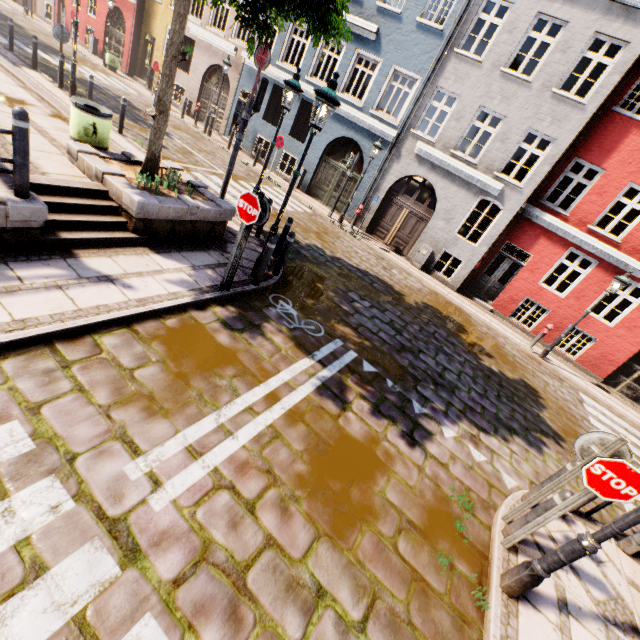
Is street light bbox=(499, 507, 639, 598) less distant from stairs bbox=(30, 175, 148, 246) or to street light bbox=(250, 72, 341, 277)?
street light bbox=(250, 72, 341, 277)

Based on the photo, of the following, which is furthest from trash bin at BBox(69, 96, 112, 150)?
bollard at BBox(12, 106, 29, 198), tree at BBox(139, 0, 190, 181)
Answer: bollard at BBox(12, 106, 29, 198)

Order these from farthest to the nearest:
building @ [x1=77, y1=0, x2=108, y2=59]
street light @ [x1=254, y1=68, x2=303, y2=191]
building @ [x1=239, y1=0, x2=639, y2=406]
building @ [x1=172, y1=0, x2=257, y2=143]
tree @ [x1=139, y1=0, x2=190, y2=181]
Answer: building @ [x1=77, y1=0, x2=108, y2=59] < building @ [x1=172, y1=0, x2=257, y2=143] < building @ [x1=239, y1=0, x2=639, y2=406] < street light @ [x1=254, y1=68, x2=303, y2=191] < tree @ [x1=139, y1=0, x2=190, y2=181]

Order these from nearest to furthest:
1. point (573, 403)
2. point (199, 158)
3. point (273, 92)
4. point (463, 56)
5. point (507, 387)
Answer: point (507, 387)
point (573, 403)
point (463, 56)
point (199, 158)
point (273, 92)

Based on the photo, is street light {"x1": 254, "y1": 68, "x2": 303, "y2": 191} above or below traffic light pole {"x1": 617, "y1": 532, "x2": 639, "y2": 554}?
above

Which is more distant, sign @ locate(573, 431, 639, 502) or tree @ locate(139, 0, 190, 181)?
tree @ locate(139, 0, 190, 181)

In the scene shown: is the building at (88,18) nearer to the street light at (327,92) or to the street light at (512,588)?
the street light at (327,92)

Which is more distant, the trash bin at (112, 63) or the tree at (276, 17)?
the trash bin at (112, 63)
